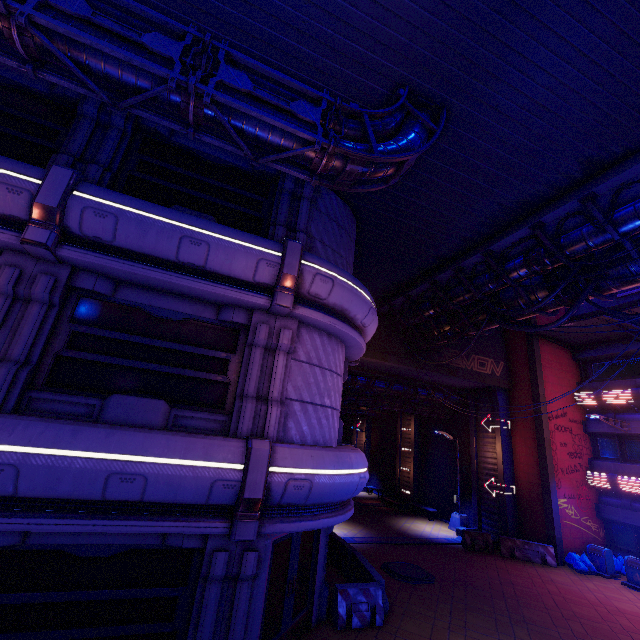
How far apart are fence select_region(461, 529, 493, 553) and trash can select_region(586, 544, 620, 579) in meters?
4.3 m

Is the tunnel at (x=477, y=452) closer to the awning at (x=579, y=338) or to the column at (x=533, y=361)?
the column at (x=533, y=361)

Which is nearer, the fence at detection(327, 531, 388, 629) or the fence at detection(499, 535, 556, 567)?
the fence at detection(327, 531, 388, 629)

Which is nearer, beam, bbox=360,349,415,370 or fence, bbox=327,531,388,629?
fence, bbox=327,531,388,629

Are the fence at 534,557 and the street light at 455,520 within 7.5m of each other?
yes

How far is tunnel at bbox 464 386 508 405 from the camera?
21.2 meters

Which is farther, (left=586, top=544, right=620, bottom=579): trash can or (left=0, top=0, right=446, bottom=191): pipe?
(left=586, top=544, right=620, bottom=579): trash can

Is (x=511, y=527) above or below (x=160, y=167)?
below
